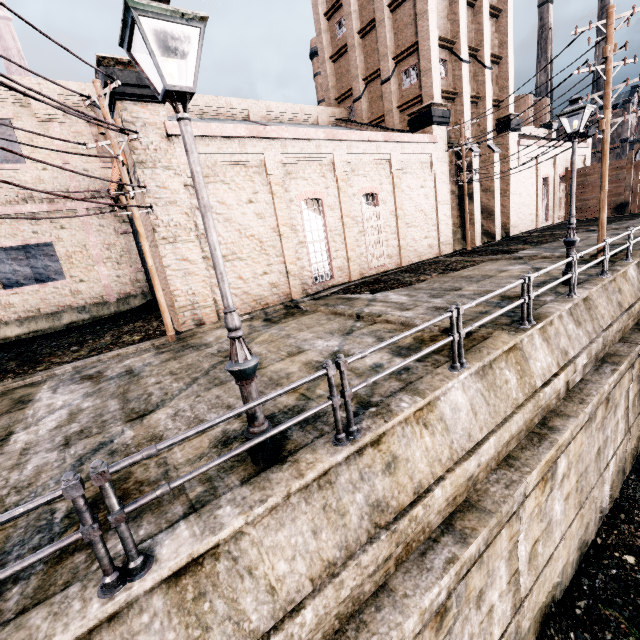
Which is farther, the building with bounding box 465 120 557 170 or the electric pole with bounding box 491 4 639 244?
the building with bounding box 465 120 557 170

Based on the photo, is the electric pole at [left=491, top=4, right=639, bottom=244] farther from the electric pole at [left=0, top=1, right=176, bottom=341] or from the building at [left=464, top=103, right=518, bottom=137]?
the electric pole at [left=0, top=1, right=176, bottom=341]

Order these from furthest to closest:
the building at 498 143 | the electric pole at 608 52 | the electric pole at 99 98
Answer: the building at 498 143 < the electric pole at 608 52 < the electric pole at 99 98

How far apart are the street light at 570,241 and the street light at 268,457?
11.34m

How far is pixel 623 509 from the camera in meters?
11.1

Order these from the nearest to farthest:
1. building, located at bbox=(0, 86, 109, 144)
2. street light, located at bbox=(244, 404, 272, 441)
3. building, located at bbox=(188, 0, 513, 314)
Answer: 1. street light, located at bbox=(244, 404, 272, 441)
2. building, located at bbox=(188, 0, 513, 314)
3. building, located at bbox=(0, 86, 109, 144)

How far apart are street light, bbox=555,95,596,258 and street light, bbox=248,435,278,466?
11.34m
